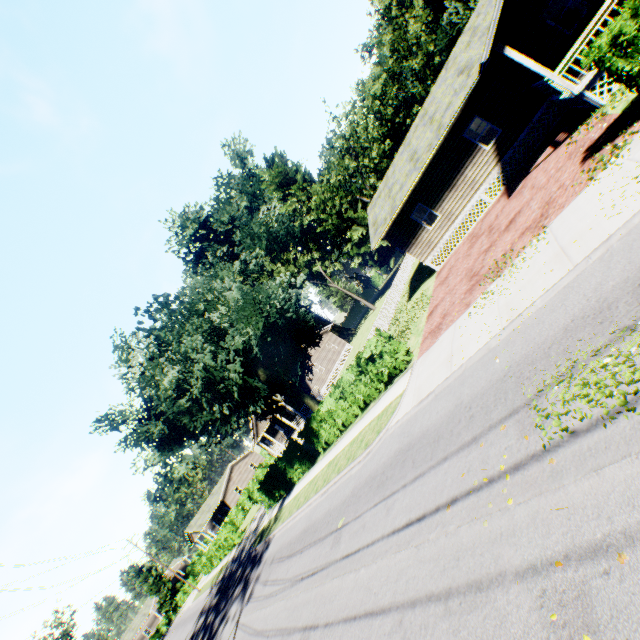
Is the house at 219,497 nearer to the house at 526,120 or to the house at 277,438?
the house at 277,438

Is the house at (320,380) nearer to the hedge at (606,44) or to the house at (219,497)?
the house at (219,497)

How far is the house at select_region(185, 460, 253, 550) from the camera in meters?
53.1 m

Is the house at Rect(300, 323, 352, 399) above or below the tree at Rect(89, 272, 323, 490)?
below

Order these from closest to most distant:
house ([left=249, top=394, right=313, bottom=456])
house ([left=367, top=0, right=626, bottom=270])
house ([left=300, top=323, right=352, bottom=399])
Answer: house ([left=367, top=0, right=626, bottom=270])
house ([left=249, top=394, right=313, bottom=456])
house ([left=300, top=323, right=352, bottom=399])

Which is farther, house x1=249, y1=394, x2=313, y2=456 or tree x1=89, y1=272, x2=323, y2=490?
house x1=249, y1=394, x2=313, y2=456

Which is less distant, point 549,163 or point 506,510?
point 506,510

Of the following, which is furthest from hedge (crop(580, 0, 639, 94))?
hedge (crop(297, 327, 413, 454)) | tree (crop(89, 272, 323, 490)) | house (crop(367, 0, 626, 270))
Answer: tree (crop(89, 272, 323, 490))
